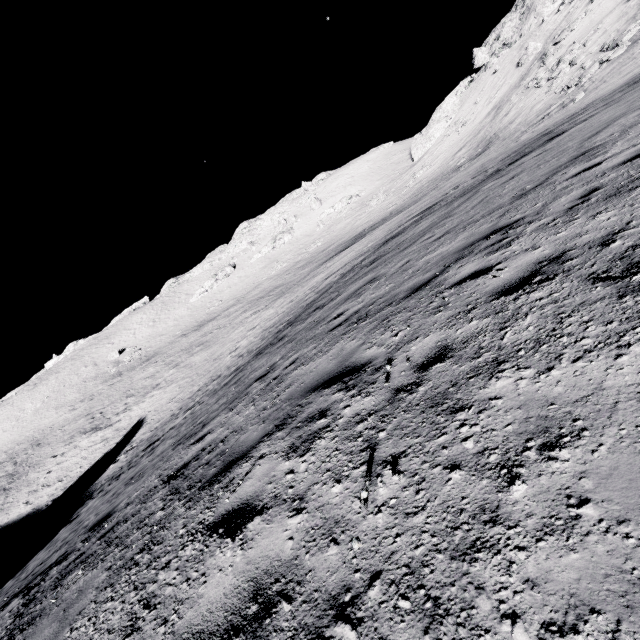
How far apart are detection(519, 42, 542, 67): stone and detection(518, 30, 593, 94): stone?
11.5m

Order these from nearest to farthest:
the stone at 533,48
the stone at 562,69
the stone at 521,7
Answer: the stone at 562,69
the stone at 533,48
the stone at 521,7

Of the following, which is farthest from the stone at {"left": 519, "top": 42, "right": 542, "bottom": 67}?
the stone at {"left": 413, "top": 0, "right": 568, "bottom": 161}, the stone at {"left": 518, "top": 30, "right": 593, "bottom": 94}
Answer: the stone at {"left": 518, "top": 30, "right": 593, "bottom": 94}

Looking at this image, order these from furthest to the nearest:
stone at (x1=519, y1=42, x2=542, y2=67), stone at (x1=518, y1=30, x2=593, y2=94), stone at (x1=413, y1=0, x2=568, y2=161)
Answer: stone at (x1=413, y1=0, x2=568, y2=161)
stone at (x1=519, y1=42, x2=542, y2=67)
stone at (x1=518, y1=30, x2=593, y2=94)

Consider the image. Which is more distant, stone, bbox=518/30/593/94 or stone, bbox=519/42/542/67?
stone, bbox=519/42/542/67

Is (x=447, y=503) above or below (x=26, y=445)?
above

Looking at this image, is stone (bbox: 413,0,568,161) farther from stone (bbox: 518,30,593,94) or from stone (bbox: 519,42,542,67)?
stone (bbox: 518,30,593,94)

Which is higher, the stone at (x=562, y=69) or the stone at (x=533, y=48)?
the stone at (x=533, y=48)
